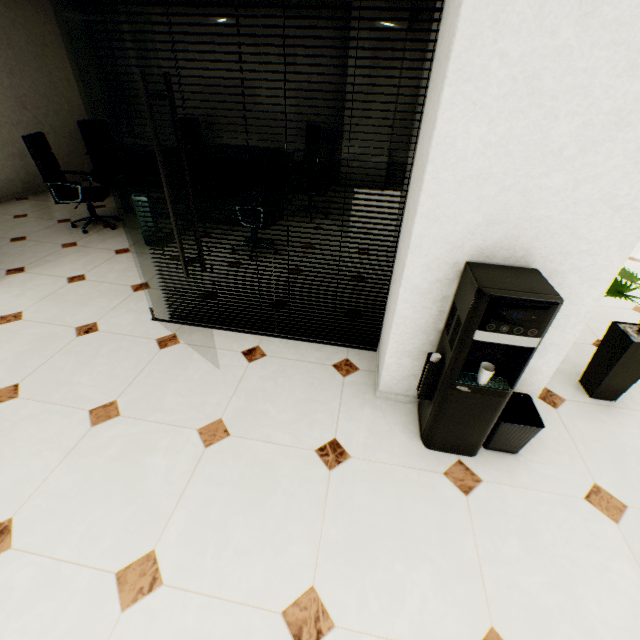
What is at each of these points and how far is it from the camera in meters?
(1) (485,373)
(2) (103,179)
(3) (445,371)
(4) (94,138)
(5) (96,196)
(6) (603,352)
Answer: (1) cup, 1.6 m
(2) table, 4.0 m
(3) water cooler, 1.7 m
(4) chair, 5.6 m
(5) chair, 4.3 m
(6) plant, 2.3 m

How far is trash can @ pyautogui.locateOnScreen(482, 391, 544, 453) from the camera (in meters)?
1.80

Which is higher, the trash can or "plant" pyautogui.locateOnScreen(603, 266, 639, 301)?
"plant" pyautogui.locateOnScreen(603, 266, 639, 301)

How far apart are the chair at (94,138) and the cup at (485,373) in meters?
6.6 m

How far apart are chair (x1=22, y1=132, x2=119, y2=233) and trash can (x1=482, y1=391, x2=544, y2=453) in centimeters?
507cm

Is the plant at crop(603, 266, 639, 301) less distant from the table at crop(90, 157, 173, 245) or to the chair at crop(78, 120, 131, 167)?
the table at crop(90, 157, 173, 245)

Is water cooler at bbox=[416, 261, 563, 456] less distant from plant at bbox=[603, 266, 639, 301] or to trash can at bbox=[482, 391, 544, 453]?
trash can at bbox=[482, 391, 544, 453]

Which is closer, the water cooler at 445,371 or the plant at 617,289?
the water cooler at 445,371
